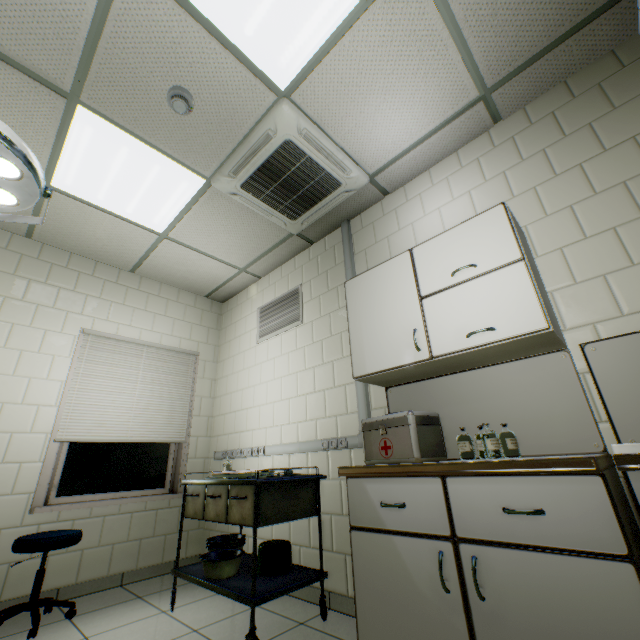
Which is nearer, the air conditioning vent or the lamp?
the lamp

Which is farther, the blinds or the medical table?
the blinds

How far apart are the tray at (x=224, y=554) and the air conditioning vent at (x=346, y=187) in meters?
2.8 m

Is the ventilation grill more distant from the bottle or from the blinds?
the bottle

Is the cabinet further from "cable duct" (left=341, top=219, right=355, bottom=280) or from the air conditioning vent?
the air conditioning vent

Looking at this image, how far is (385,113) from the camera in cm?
235

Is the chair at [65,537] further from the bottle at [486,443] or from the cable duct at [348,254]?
the bottle at [486,443]

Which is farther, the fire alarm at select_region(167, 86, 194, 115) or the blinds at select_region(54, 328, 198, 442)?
the blinds at select_region(54, 328, 198, 442)
